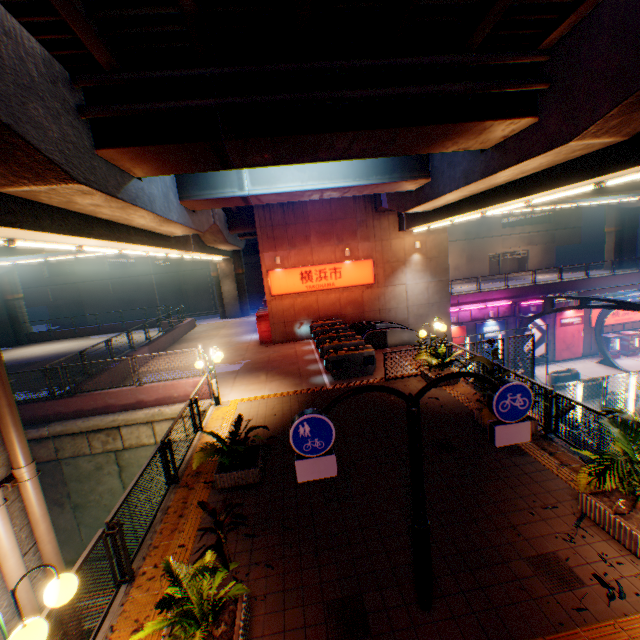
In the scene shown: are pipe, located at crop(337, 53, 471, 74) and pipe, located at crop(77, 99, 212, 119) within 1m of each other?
yes

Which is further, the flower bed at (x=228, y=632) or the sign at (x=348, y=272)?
the sign at (x=348, y=272)

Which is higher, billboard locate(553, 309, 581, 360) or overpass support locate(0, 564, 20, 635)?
overpass support locate(0, 564, 20, 635)

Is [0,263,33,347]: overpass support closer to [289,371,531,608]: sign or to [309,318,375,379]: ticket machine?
[289,371,531,608]: sign

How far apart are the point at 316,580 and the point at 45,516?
4.07m

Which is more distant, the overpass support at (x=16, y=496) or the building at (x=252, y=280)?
the building at (x=252, y=280)

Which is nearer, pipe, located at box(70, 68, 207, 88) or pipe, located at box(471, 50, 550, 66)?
pipe, located at box(70, 68, 207, 88)

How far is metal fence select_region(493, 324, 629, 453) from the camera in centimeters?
709cm
